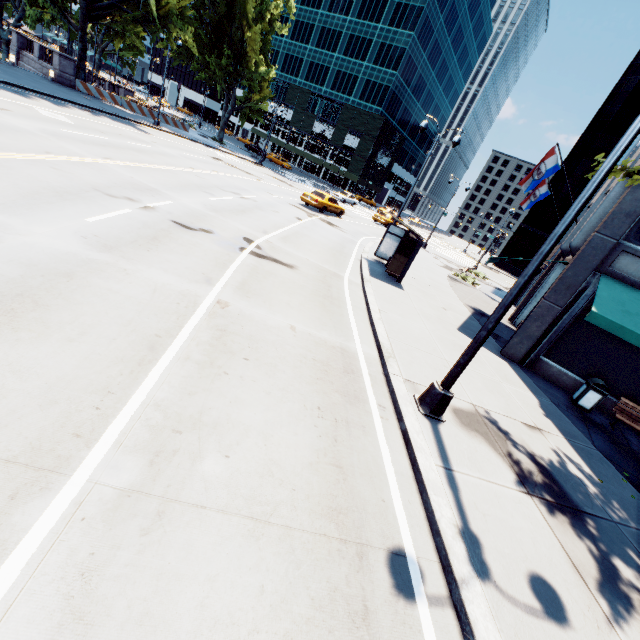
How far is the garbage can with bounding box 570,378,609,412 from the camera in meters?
9.9

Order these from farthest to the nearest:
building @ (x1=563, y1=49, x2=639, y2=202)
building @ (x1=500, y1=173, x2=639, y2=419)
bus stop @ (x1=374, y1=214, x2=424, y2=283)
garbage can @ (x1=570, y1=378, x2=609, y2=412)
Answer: building @ (x1=563, y1=49, x2=639, y2=202) → bus stop @ (x1=374, y1=214, x2=424, y2=283) → garbage can @ (x1=570, y1=378, x2=609, y2=412) → building @ (x1=500, y1=173, x2=639, y2=419)

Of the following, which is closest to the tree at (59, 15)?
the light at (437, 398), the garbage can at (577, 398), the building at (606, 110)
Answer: the light at (437, 398)

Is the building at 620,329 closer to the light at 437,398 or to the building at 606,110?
the light at 437,398

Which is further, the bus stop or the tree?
the tree

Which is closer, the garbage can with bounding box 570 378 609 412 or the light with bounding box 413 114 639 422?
the light with bounding box 413 114 639 422

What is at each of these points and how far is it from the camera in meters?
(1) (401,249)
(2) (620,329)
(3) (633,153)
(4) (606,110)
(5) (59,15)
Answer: (1) bus stop, 14.7
(2) building, 8.3
(3) building, 13.4
(4) building, 50.9
(5) tree, 28.2

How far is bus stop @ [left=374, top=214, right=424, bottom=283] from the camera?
14.52m
